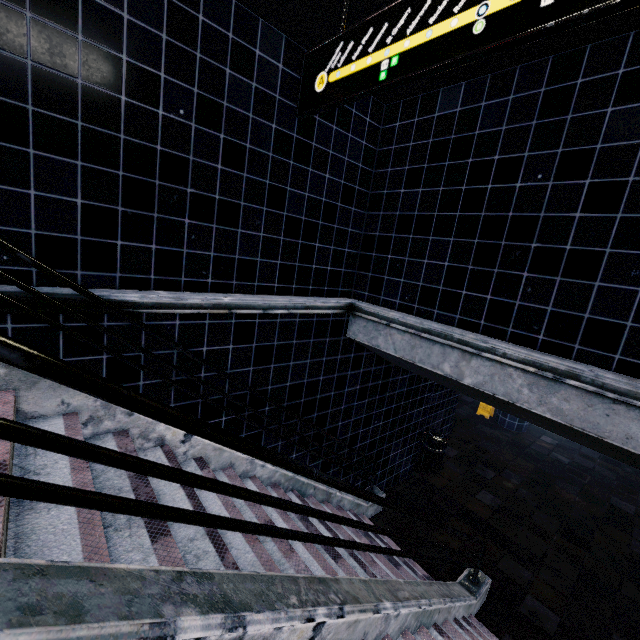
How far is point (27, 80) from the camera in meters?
2.3 m
